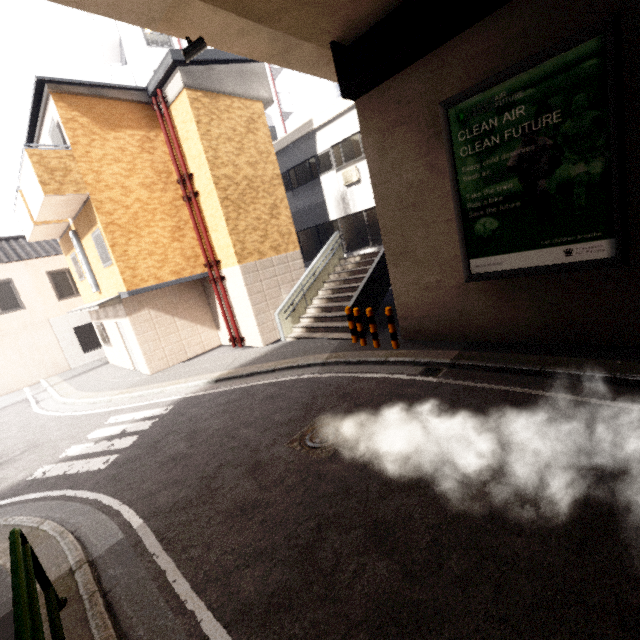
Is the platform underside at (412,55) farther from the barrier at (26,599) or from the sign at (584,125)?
the barrier at (26,599)

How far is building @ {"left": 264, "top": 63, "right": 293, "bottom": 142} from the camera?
23.5 meters

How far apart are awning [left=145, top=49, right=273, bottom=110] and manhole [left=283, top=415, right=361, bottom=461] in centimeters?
1050cm

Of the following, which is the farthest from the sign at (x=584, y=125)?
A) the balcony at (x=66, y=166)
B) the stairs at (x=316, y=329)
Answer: the balcony at (x=66, y=166)

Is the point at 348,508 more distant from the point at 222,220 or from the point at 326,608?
the point at 222,220

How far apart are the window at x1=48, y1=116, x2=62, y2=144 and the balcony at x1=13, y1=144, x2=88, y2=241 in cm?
15

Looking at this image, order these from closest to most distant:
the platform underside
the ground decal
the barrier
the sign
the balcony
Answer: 1. the barrier
2. the sign
3. the platform underside
4. the ground decal
5. the balcony

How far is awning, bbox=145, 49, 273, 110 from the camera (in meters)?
9.69
